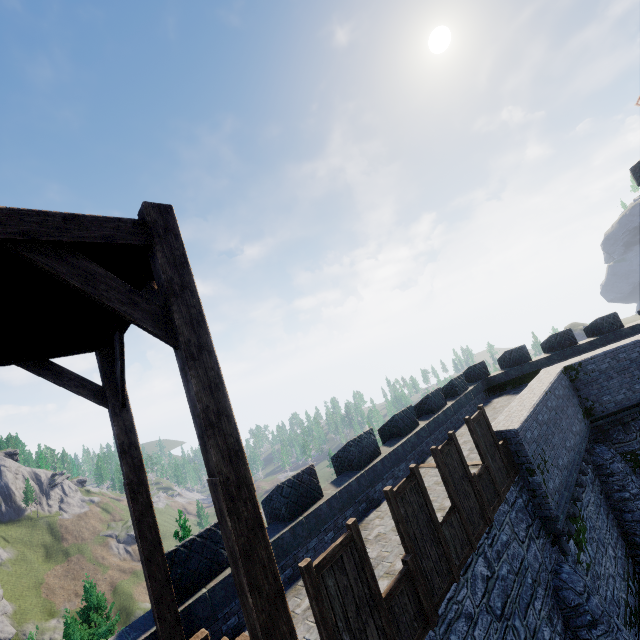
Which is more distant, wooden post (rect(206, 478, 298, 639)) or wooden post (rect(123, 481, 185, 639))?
wooden post (rect(123, 481, 185, 639))

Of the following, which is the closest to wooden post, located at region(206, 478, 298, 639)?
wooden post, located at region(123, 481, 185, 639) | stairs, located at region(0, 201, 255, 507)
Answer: stairs, located at region(0, 201, 255, 507)

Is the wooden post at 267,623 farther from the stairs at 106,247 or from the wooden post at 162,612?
the wooden post at 162,612

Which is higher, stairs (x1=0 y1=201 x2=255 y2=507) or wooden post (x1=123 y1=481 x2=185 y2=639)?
stairs (x1=0 y1=201 x2=255 y2=507)

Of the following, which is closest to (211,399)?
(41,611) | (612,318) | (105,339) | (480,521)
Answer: (105,339)

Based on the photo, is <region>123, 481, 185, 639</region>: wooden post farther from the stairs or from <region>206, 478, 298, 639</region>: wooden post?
<region>206, 478, 298, 639</region>: wooden post

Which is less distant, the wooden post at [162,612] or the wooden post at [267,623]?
the wooden post at [267,623]
